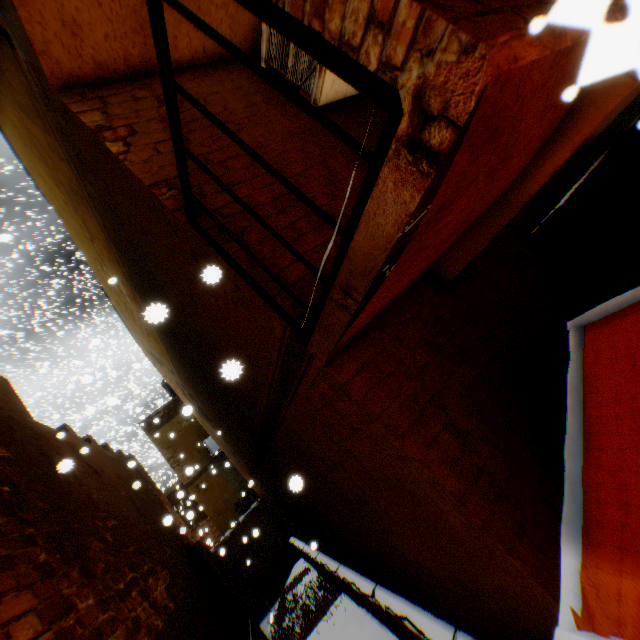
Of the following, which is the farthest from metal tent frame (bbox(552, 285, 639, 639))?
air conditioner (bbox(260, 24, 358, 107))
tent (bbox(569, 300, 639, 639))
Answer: air conditioner (bbox(260, 24, 358, 107))

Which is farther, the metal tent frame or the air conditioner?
the air conditioner

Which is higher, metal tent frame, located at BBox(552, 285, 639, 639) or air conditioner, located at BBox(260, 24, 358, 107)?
air conditioner, located at BBox(260, 24, 358, 107)

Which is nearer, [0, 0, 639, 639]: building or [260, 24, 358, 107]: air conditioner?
[0, 0, 639, 639]: building

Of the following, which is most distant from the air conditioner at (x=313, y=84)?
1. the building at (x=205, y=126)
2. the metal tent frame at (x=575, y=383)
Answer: the metal tent frame at (x=575, y=383)

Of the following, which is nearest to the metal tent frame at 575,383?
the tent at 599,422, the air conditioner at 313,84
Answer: the tent at 599,422

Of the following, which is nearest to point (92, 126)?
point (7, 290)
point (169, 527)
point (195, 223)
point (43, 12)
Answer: point (43, 12)

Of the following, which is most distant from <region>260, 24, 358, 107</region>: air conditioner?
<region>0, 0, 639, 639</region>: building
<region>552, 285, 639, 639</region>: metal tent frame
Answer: <region>552, 285, 639, 639</region>: metal tent frame
